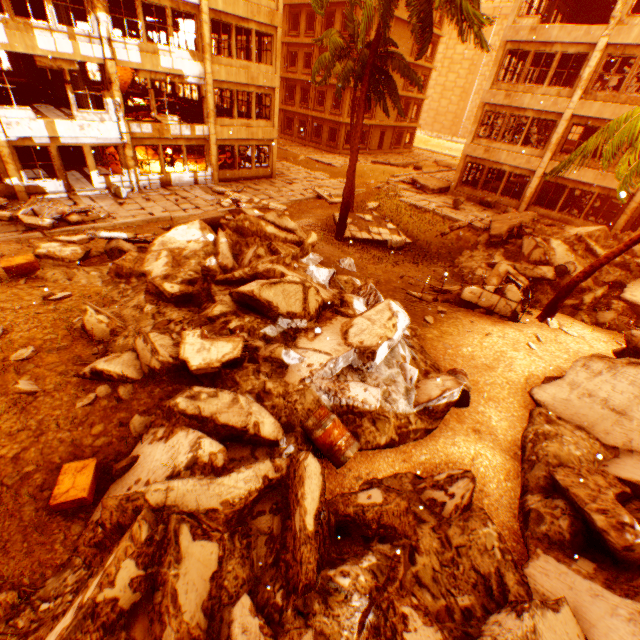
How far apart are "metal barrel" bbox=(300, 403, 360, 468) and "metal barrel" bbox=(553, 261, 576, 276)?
12.8 meters

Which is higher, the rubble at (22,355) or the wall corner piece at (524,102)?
the wall corner piece at (524,102)

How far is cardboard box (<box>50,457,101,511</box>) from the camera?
4.0m

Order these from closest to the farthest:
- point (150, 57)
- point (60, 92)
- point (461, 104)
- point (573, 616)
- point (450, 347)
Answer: point (573, 616)
point (450, 347)
point (150, 57)
point (60, 92)
point (461, 104)

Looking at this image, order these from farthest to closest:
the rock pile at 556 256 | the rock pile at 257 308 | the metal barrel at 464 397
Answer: the rock pile at 556 256 < the metal barrel at 464 397 < the rock pile at 257 308

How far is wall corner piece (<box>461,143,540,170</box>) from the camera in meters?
19.7

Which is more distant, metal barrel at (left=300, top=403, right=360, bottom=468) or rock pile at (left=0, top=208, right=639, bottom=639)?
metal barrel at (left=300, top=403, right=360, bottom=468)

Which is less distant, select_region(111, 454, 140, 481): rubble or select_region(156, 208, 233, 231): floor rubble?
select_region(111, 454, 140, 481): rubble
